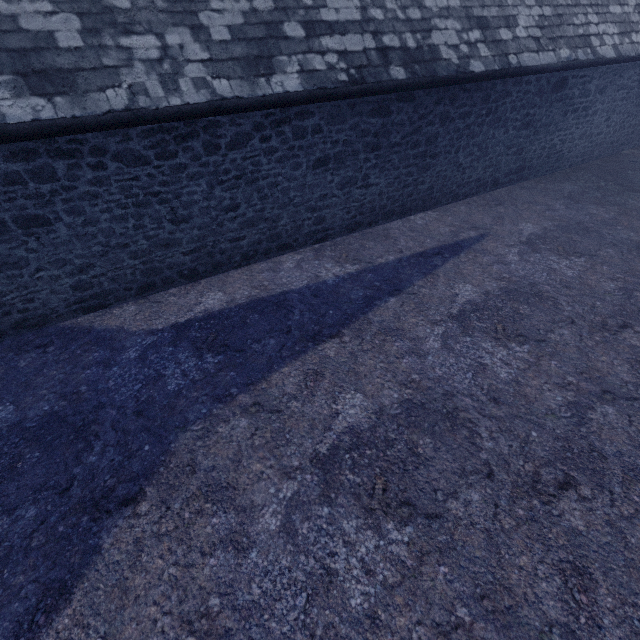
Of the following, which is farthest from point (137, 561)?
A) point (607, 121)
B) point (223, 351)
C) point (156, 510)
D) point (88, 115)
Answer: point (607, 121)
